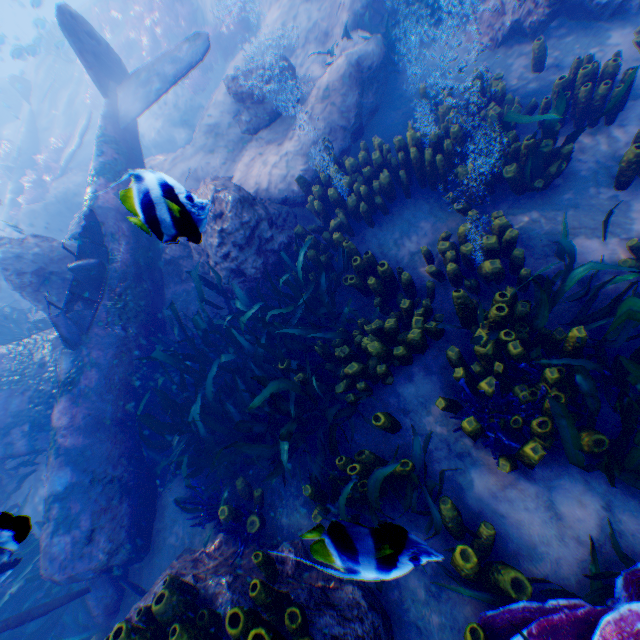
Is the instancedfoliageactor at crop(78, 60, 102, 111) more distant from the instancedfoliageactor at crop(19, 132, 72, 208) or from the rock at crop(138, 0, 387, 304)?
the instancedfoliageactor at crop(19, 132, 72, 208)

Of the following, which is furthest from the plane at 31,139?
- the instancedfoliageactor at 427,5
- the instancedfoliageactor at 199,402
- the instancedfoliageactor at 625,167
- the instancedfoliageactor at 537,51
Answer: the instancedfoliageactor at 537,51

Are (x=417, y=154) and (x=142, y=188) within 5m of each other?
yes

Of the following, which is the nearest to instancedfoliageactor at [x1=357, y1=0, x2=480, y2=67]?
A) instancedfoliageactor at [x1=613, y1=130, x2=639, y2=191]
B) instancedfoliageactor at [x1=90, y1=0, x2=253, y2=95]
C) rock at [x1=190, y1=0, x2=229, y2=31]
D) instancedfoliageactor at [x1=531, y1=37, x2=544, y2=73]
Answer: rock at [x1=190, y1=0, x2=229, y2=31]

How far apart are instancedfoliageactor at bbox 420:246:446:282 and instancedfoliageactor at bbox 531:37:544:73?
2.91m

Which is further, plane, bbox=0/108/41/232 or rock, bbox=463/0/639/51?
plane, bbox=0/108/41/232

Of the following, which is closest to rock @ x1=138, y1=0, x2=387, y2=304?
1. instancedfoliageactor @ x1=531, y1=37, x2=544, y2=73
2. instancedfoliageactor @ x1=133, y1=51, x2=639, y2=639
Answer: instancedfoliageactor @ x1=133, y1=51, x2=639, y2=639

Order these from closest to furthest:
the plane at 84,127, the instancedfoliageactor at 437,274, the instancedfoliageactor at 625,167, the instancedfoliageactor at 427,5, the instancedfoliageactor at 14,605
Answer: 1. the instancedfoliageactor at 14,605
2. the instancedfoliageactor at 625,167
3. the instancedfoliageactor at 437,274
4. the instancedfoliageactor at 427,5
5. the plane at 84,127
